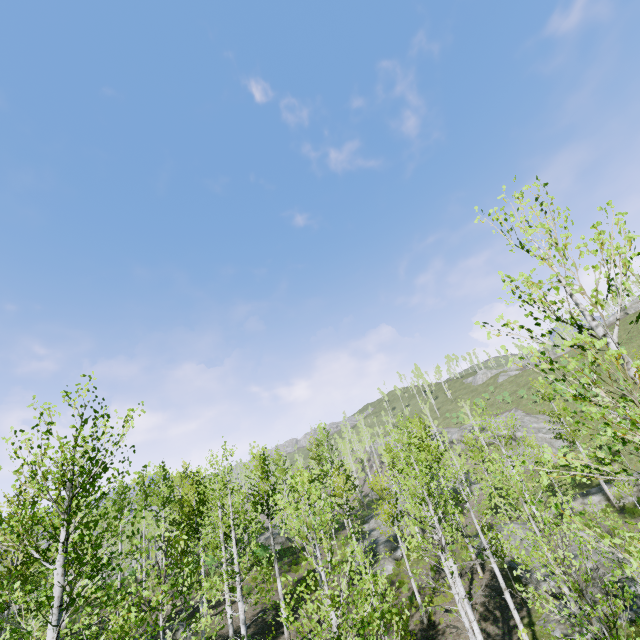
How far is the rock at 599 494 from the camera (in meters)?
28.70

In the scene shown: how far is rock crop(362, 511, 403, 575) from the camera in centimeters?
2481cm

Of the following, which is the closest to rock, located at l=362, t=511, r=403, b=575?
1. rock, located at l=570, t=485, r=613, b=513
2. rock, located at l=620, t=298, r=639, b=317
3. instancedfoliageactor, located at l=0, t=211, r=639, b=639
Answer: instancedfoliageactor, located at l=0, t=211, r=639, b=639

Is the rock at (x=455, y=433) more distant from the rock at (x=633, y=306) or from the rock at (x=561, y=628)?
the rock at (x=633, y=306)

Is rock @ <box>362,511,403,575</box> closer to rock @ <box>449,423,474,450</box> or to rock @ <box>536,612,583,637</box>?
rock @ <box>536,612,583,637</box>

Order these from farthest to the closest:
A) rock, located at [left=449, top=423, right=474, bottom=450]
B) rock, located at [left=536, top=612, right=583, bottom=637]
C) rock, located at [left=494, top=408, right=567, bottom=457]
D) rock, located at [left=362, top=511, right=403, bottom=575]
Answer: rock, located at [left=449, top=423, right=474, bottom=450], rock, located at [left=494, top=408, right=567, bottom=457], rock, located at [left=362, top=511, right=403, bottom=575], rock, located at [left=536, top=612, right=583, bottom=637]

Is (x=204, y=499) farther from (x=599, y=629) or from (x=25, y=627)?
(x=599, y=629)

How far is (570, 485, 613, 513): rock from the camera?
28.7 meters
